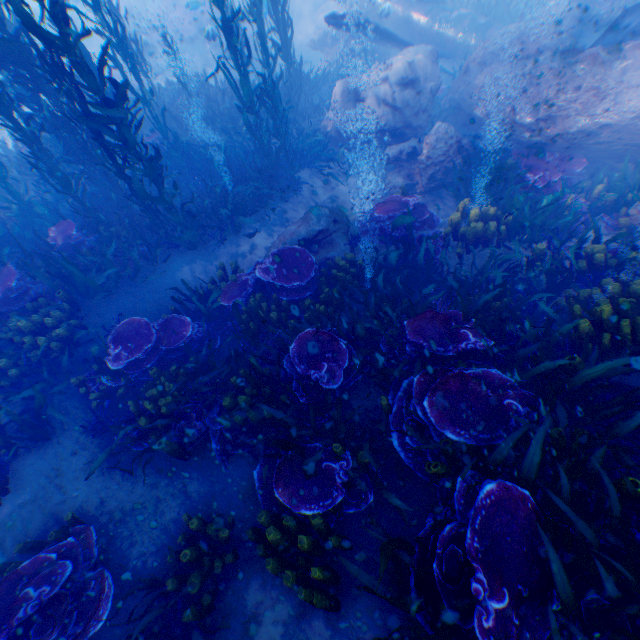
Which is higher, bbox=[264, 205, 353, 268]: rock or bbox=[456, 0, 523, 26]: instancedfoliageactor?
bbox=[456, 0, 523, 26]: instancedfoliageactor

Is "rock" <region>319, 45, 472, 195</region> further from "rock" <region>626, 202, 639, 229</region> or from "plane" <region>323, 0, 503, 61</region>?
"rock" <region>626, 202, 639, 229</region>

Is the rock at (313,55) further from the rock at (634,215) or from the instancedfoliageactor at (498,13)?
the rock at (634,215)

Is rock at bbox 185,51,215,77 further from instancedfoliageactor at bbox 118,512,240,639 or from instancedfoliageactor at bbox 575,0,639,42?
instancedfoliageactor at bbox 118,512,240,639

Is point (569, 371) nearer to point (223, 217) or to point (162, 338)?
point (162, 338)

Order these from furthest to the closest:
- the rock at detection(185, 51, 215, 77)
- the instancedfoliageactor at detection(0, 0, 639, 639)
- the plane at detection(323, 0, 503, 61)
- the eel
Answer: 1. the rock at detection(185, 51, 215, 77)
2. the plane at detection(323, 0, 503, 61)
3. the eel
4. the instancedfoliageactor at detection(0, 0, 639, 639)

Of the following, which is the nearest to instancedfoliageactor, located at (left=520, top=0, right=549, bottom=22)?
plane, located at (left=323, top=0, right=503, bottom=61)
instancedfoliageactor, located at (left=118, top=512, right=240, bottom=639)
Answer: plane, located at (left=323, top=0, right=503, bottom=61)

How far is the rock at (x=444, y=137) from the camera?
7.7 meters
